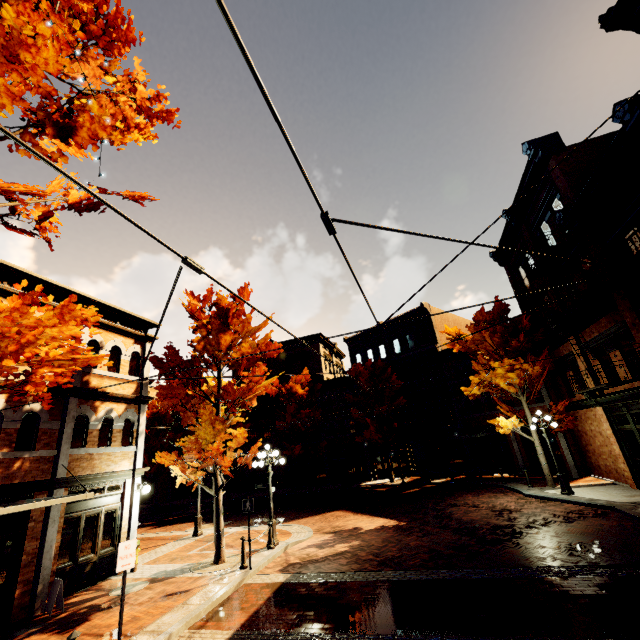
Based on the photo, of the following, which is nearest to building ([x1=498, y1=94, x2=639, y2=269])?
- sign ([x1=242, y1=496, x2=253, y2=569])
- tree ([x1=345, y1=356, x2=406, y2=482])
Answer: tree ([x1=345, y1=356, x2=406, y2=482])

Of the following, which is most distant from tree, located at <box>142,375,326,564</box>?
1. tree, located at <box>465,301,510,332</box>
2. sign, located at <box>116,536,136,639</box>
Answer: sign, located at <box>116,536,136,639</box>

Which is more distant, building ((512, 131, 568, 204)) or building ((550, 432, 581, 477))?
building ((550, 432, 581, 477))

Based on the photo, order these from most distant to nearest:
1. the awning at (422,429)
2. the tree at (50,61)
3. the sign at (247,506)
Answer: the awning at (422,429) → the sign at (247,506) → the tree at (50,61)

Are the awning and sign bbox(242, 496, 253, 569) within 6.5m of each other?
no

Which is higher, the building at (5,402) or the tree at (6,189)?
the tree at (6,189)

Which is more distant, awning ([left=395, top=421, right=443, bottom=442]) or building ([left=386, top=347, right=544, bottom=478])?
awning ([left=395, top=421, right=443, bottom=442])

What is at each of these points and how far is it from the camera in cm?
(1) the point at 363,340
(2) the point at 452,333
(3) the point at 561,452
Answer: (1) building, 3447
(2) tree, 2072
(3) building, 1917
